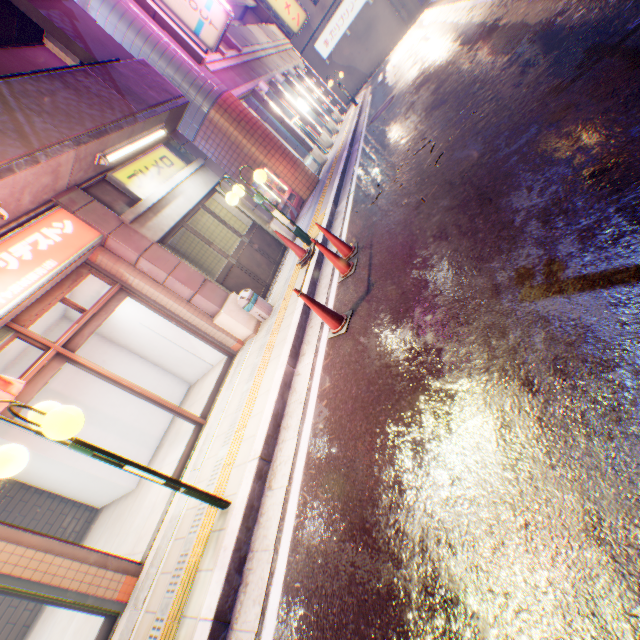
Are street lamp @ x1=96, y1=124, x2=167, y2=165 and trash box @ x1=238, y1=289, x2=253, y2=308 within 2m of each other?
no

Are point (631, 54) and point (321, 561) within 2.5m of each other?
no

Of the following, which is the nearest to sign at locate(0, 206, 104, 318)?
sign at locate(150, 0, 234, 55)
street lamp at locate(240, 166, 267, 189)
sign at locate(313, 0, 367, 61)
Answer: street lamp at locate(240, 166, 267, 189)

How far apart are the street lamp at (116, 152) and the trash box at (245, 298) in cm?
331

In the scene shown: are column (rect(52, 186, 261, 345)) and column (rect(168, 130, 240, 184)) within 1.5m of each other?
no

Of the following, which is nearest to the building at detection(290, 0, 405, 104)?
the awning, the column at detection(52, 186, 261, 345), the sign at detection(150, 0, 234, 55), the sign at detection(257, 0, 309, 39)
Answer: the sign at detection(257, 0, 309, 39)

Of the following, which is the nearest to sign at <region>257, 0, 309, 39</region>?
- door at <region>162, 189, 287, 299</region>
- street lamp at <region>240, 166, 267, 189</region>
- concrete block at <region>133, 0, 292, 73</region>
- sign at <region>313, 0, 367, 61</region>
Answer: concrete block at <region>133, 0, 292, 73</region>

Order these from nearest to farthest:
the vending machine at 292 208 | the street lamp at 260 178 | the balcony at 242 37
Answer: the street lamp at 260 178 < the vending machine at 292 208 < the balcony at 242 37
